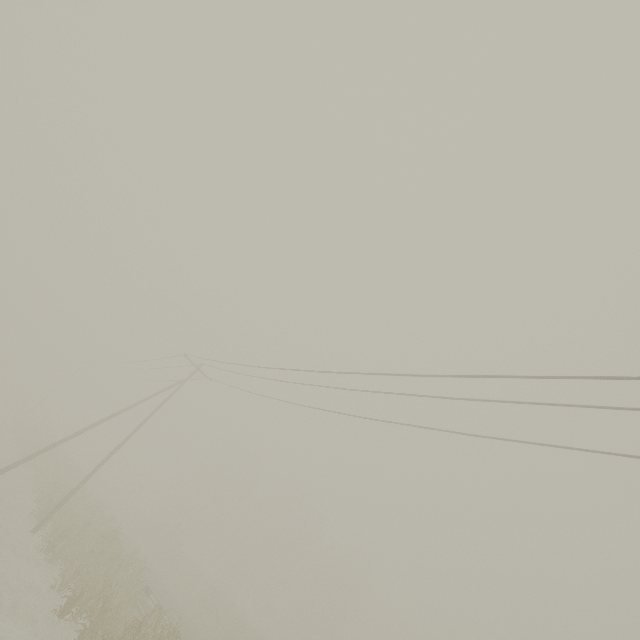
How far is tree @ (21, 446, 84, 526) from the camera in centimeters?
1947cm

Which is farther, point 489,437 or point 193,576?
point 193,576

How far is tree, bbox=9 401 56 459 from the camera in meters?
30.8

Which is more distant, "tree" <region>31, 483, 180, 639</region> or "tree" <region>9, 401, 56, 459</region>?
"tree" <region>9, 401, 56, 459</region>

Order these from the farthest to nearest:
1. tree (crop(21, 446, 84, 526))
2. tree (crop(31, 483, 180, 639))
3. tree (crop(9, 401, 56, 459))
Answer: tree (crop(9, 401, 56, 459)) < tree (crop(21, 446, 84, 526)) < tree (crop(31, 483, 180, 639))

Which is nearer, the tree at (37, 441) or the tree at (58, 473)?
the tree at (58, 473)

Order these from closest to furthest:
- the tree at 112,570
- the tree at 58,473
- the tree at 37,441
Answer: the tree at 112,570, the tree at 58,473, the tree at 37,441
